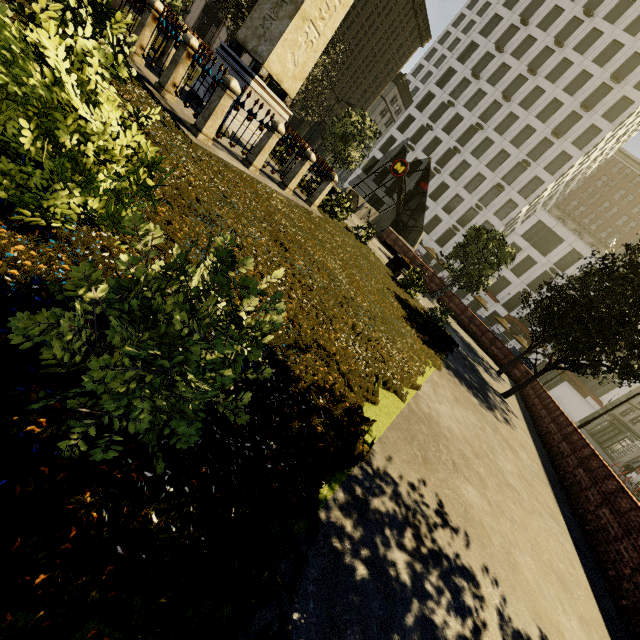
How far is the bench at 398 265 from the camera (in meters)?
15.20

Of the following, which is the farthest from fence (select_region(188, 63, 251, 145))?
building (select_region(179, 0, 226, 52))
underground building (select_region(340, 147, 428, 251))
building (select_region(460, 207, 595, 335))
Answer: building (select_region(460, 207, 595, 335))

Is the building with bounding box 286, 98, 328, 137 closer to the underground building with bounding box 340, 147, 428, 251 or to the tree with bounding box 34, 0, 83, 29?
the tree with bounding box 34, 0, 83, 29

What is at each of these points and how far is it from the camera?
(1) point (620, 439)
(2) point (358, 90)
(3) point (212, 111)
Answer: (1) building, 46.66m
(2) building, 58.91m
(3) fence, 6.70m

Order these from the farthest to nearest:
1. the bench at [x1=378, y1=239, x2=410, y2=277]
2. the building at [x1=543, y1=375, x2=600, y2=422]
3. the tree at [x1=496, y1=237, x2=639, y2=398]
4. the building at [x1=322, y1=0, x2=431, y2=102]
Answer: the building at [x1=322, y1=0, x2=431, y2=102] → the building at [x1=543, y1=375, x2=600, y2=422] → the bench at [x1=378, y1=239, x2=410, y2=277] → the tree at [x1=496, y1=237, x2=639, y2=398]

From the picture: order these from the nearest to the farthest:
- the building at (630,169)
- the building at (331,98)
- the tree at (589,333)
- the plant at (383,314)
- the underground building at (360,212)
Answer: the plant at (383,314) → the tree at (589,333) → the underground building at (360,212) → the building at (331,98) → the building at (630,169)

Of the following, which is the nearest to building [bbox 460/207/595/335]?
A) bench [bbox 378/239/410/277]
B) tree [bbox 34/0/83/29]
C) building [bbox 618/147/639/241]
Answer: tree [bbox 34/0/83/29]

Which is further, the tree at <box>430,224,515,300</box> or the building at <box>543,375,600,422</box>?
the building at <box>543,375,600,422</box>
